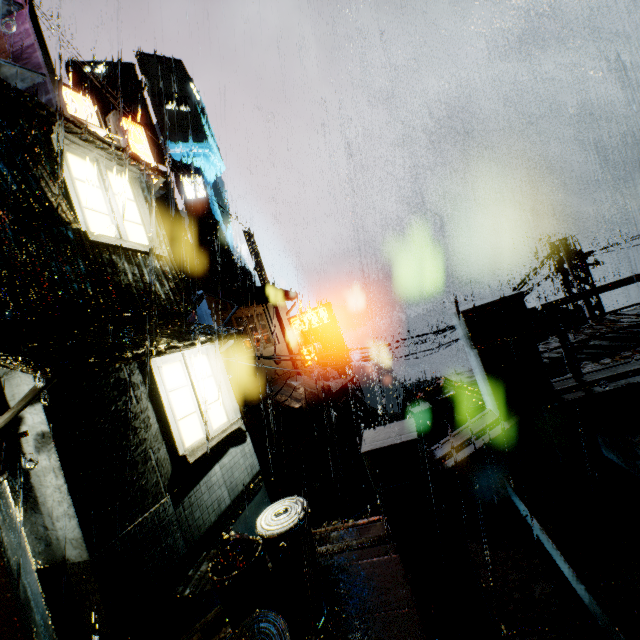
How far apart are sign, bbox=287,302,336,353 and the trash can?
19.85m

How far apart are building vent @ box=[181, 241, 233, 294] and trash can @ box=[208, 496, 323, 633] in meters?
43.8 m

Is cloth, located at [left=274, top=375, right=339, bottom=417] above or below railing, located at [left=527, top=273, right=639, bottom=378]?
below

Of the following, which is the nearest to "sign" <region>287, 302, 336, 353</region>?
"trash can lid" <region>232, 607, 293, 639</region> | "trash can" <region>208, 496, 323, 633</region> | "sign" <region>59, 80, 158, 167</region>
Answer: "sign" <region>59, 80, 158, 167</region>

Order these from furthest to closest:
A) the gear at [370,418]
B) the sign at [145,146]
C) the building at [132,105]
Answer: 1. the building at [132,105]
2. the gear at [370,418]
3. the sign at [145,146]

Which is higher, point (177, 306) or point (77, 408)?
point (177, 306)

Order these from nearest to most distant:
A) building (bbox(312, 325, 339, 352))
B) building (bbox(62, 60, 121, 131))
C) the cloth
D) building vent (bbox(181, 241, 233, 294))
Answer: the cloth < building vent (bbox(181, 241, 233, 294)) < building (bbox(62, 60, 121, 131)) < building (bbox(312, 325, 339, 352))

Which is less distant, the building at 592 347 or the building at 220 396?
the building at 220 396
